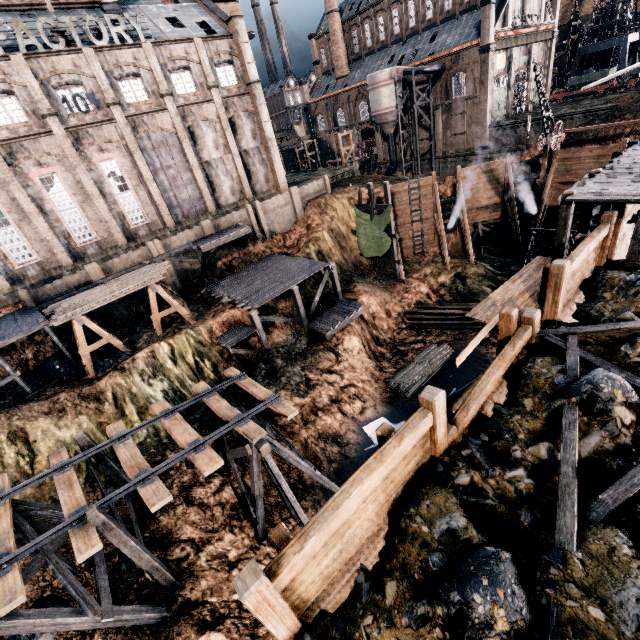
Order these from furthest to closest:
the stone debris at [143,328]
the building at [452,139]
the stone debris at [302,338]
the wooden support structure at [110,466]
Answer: the building at [452,139], the stone debris at [302,338], the stone debris at [143,328], the wooden support structure at [110,466]

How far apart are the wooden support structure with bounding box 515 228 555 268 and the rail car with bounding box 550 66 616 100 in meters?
32.9 m

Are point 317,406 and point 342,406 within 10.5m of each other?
yes

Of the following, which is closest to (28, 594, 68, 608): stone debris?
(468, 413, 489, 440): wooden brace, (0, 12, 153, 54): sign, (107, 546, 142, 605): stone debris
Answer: (107, 546, 142, 605): stone debris

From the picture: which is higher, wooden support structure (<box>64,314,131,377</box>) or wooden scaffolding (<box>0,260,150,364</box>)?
wooden scaffolding (<box>0,260,150,364</box>)

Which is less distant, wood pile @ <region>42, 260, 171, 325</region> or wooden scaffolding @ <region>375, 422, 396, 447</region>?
wooden scaffolding @ <region>375, 422, 396, 447</region>

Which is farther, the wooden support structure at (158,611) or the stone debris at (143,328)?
the stone debris at (143,328)

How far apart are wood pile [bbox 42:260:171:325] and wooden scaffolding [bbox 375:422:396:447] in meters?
21.0
